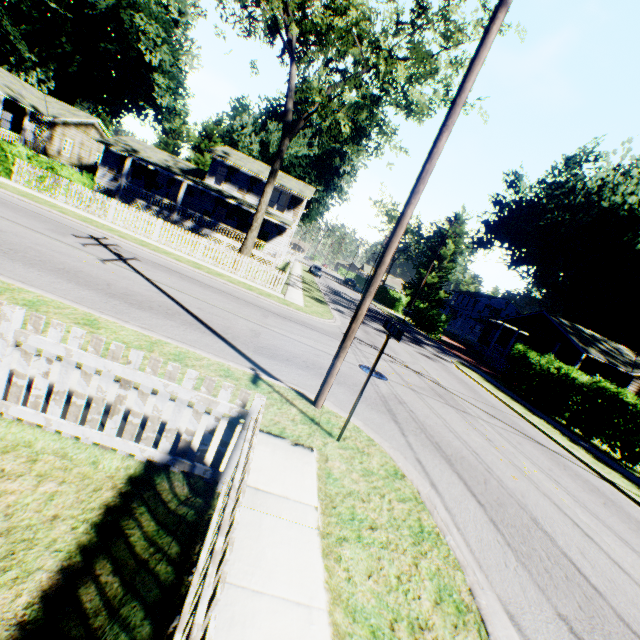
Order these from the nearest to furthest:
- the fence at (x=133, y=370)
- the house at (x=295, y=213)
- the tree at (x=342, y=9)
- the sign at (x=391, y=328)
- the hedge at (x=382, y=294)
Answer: the fence at (x=133, y=370) < the sign at (x=391, y=328) < the tree at (x=342, y=9) < the house at (x=295, y=213) < the hedge at (x=382, y=294)

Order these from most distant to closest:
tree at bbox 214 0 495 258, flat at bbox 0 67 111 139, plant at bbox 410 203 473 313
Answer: plant at bbox 410 203 473 313
flat at bbox 0 67 111 139
tree at bbox 214 0 495 258

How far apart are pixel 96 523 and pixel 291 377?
5.09m

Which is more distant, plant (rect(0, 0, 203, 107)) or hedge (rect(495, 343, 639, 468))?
plant (rect(0, 0, 203, 107))

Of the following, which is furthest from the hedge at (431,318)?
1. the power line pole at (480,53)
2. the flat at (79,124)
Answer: the flat at (79,124)

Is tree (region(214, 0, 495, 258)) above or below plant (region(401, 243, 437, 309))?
above

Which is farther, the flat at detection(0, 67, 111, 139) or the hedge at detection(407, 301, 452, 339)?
the hedge at detection(407, 301, 452, 339)

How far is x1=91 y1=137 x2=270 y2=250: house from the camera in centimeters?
2914cm
